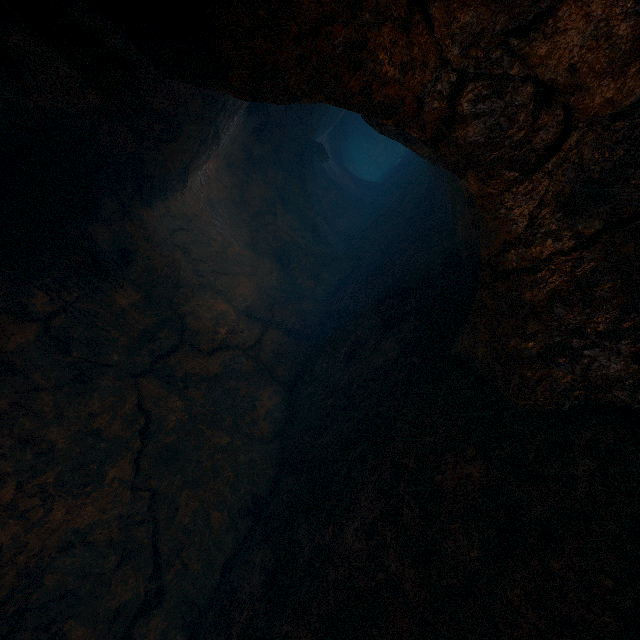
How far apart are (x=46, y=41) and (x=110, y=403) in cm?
452
